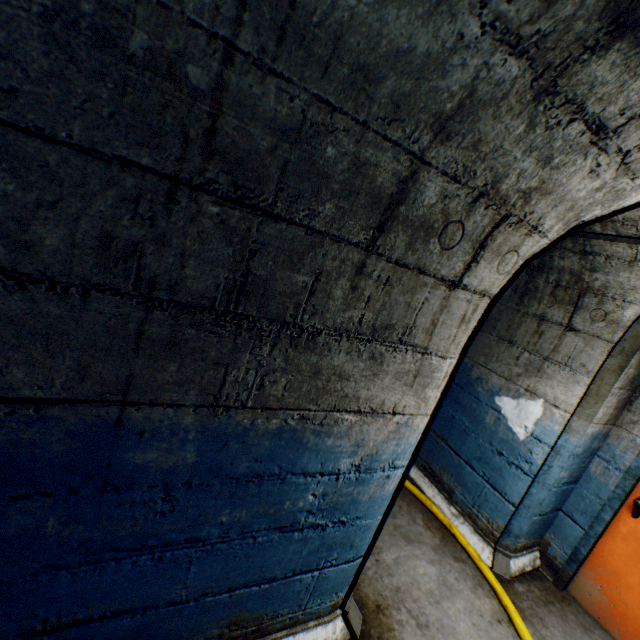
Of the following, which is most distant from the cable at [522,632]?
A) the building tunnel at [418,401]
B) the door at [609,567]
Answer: the door at [609,567]

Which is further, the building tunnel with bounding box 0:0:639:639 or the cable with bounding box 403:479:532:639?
the cable with bounding box 403:479:532:639

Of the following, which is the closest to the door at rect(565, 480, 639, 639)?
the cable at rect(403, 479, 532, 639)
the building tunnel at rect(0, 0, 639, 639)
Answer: the building tunnel at rect(0, 0, 639, 639)

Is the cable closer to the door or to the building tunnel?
the building tunnel

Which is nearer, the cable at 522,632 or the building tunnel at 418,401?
the building tunnel at 418,401

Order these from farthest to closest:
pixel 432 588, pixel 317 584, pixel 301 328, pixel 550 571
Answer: pixel 550 571 → pixel 432 588 → pixel 317 584 → pixel 301 328
